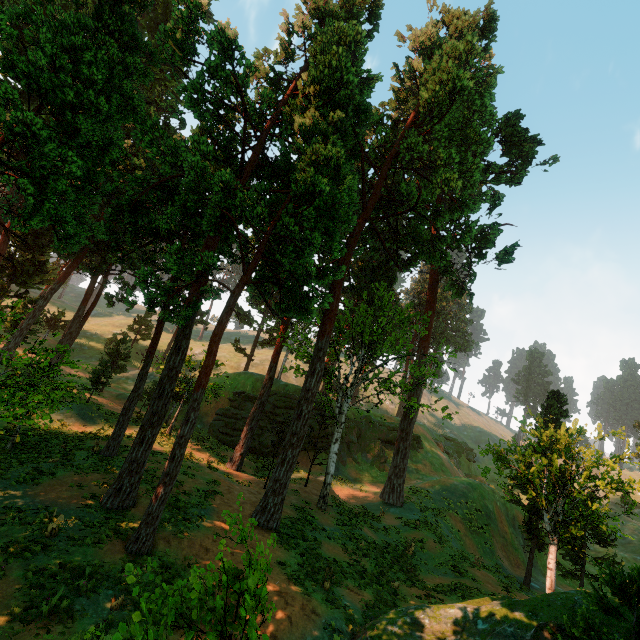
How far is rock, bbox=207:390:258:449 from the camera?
33.16m

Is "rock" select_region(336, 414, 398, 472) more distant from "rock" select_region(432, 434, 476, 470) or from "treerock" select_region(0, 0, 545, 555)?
"rock" select_region(432, 434, 476, 470)

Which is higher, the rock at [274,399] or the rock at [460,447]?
the rock at [460,447]

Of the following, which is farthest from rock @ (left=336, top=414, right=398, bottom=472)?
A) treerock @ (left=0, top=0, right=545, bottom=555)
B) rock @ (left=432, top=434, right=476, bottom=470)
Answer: rock @ (left=432, top=434, right=476, bottom=470)

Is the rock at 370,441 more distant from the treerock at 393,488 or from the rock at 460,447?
the rock at 460,447

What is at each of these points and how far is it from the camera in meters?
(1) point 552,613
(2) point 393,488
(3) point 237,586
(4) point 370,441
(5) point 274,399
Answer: (1) treerock, 10.4
(2) treerock, 28.5
(3) treerock, 3.7
(4) rock, 42.0
(5) rock, 36.6

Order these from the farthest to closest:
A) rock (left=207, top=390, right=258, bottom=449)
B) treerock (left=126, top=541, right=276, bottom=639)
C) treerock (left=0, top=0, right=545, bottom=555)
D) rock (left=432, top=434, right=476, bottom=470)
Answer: rock (left=432, top=434, right=476, bottom=470) < rock (left=207, top=390, right=258, bottom=449) < treerock (left=0, top=0, right=545, bottom=555) < treerock (left=126, top=541, right=276, bottom=639)
